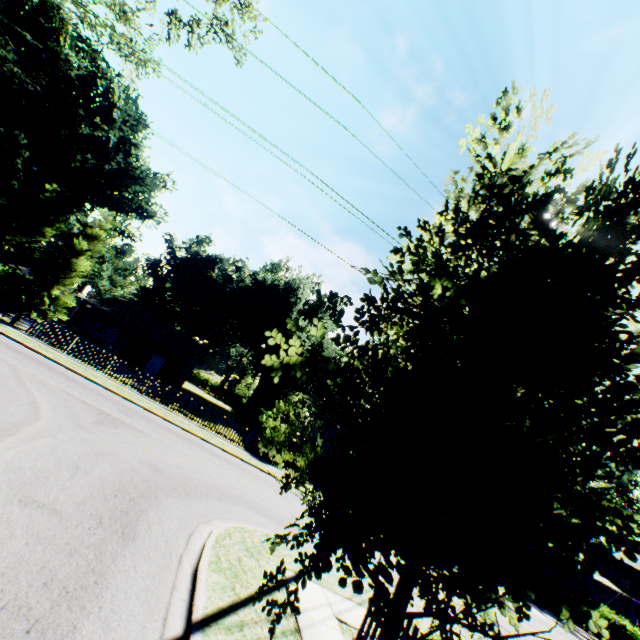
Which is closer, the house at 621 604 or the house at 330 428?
the house at 621 604

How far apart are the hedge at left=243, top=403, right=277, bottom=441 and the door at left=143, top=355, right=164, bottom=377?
10.9m

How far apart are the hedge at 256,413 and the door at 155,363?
10.87m

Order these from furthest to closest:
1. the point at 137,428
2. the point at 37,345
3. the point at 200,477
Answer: the point at 37,345 → the point at 137,428 → the point at 200,477

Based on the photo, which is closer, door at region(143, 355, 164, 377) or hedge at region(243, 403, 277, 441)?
hedge at region(243, 403, 277, 441)

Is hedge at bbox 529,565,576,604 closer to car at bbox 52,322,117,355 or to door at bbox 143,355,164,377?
door at bbox 143,355,164,377

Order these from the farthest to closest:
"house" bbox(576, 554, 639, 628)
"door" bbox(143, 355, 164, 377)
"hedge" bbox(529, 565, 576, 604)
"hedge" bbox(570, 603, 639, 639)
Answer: "house" bbox(576, 554, 639, 628)
"door" bbox(143, 355, 164, 377)
"hedge" bbox(529, 565, 576, 604)
"hedge" bbox(570, 603, 639, 639)

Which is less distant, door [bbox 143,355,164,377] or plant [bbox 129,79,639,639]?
plant [bbox 129,79,639,639]
